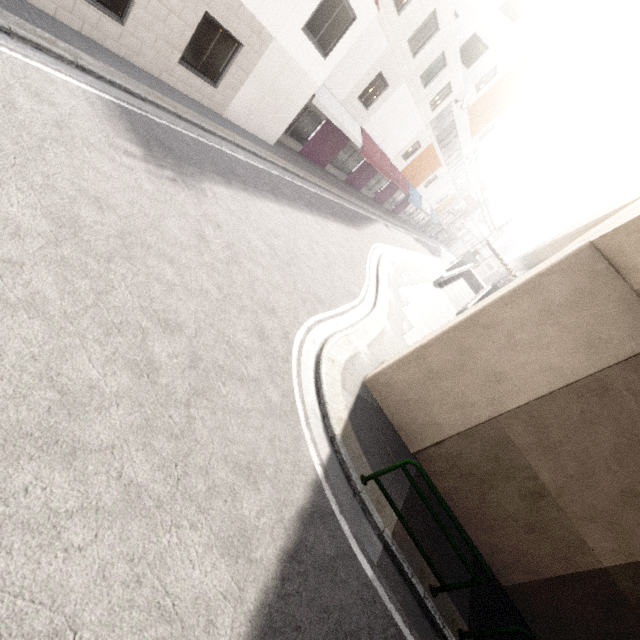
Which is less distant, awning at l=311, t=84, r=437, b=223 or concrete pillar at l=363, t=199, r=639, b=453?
concrete pillar at l=363, t=199, r=639, b=453

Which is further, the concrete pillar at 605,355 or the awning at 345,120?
the awning at 345,120

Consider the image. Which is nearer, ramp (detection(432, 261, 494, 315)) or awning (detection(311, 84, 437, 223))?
awning (detection(311, 84, 437, 223))

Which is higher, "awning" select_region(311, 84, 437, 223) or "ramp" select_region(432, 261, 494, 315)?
"awning" select_region(311, 84, 437, 223)

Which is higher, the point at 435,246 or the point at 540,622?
the point at 540,622

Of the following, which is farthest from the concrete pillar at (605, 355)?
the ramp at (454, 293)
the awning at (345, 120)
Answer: the awning at (345, 120)

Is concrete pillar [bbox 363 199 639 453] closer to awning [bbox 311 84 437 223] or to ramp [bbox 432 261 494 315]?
ramp [bbox 432 261 494 315]

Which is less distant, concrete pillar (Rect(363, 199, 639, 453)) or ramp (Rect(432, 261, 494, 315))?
concrete pillar (Rect(363, 199, 639, 453))
